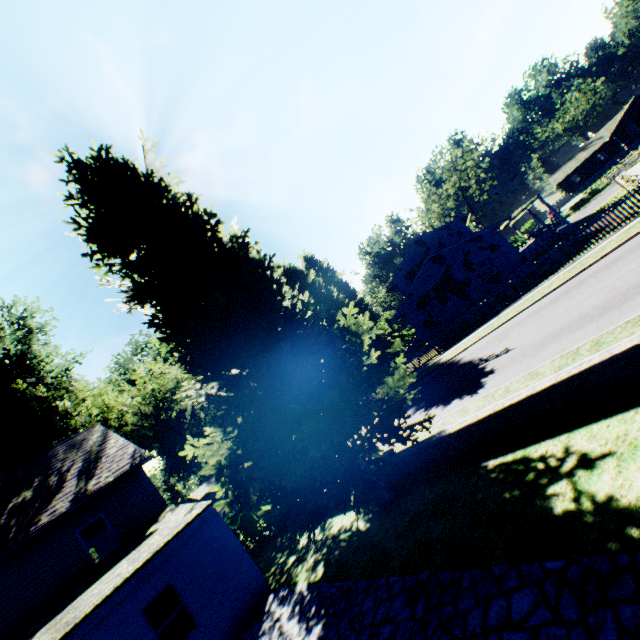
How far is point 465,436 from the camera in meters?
8.3 m

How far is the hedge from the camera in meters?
15.9

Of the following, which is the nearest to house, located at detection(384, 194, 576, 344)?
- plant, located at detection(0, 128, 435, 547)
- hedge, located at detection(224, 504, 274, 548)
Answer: plant, located at detection(0, 128, 435, 547)

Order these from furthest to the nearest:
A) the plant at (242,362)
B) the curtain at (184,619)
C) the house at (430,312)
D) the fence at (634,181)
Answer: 1. the house at (430,312)
2. the fence at (634,181)
3. the curtain at (184,619)
4. the plant at (242,362)

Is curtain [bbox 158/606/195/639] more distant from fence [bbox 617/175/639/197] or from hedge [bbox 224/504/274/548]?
fence [bbox 617/175/639/197]

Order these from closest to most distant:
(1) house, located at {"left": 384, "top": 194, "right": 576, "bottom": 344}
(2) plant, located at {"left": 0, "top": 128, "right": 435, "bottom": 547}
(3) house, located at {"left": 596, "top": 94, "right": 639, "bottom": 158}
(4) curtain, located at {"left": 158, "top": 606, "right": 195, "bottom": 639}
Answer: (2) plant, located at {"left": 0, "top": 128, "right": 435, "bottom": 547}, (4) curtain, located at {"left": 158, "top": 606, "right": 195, "bottom": 639}, (1) house, located at {"left": 384, "top": 194, "right": 576, "bottom": 344}, (3) house, located at {"left": 596, "top": 94, "right": 639, "bottom": 158}

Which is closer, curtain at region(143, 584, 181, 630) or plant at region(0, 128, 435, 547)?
plant at region(0, 128, 435, 547)

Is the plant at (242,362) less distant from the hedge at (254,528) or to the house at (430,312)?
the house at (430,312)
